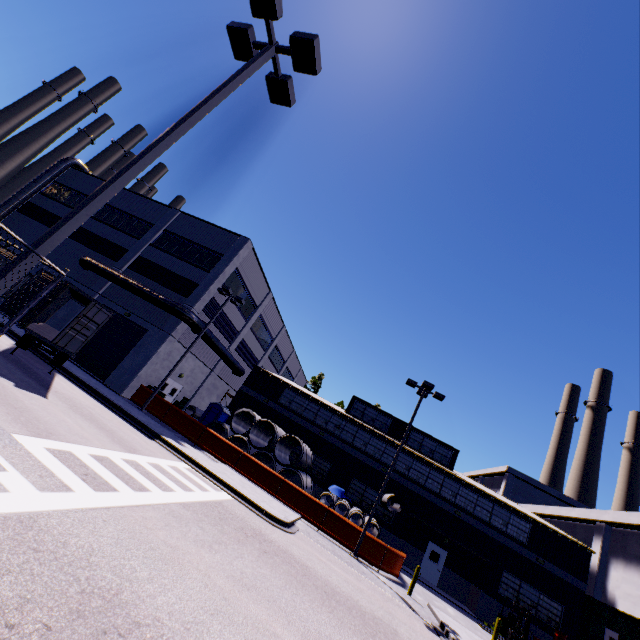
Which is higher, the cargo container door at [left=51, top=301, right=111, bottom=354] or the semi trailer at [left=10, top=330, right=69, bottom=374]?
the cargo container door at [left=51, top=301, right=111, bottom=354]

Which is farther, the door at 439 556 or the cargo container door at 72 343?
the door at 439 556

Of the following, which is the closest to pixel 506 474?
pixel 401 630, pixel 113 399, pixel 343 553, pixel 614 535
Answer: pixel 614 535

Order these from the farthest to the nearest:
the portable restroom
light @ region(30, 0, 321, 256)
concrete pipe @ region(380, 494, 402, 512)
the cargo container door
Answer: the portable restroom, concrete pipe @ region(380, 494, 402, 512), the cargo container door, light @ region(30, 0, 321, 256)

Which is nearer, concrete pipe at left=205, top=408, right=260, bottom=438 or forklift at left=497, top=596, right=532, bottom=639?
forklift at left=497, top=596, right=532, bottom=639

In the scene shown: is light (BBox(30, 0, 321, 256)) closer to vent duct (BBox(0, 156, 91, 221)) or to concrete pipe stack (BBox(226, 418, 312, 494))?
concrete pipe stack (BBox(226, 418, 312, 494))

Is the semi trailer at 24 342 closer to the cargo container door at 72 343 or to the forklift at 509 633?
the cargo container door at 72 343

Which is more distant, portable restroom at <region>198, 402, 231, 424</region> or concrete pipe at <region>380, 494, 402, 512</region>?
portable restroom at <region>198, 402, 231, 424</region>
